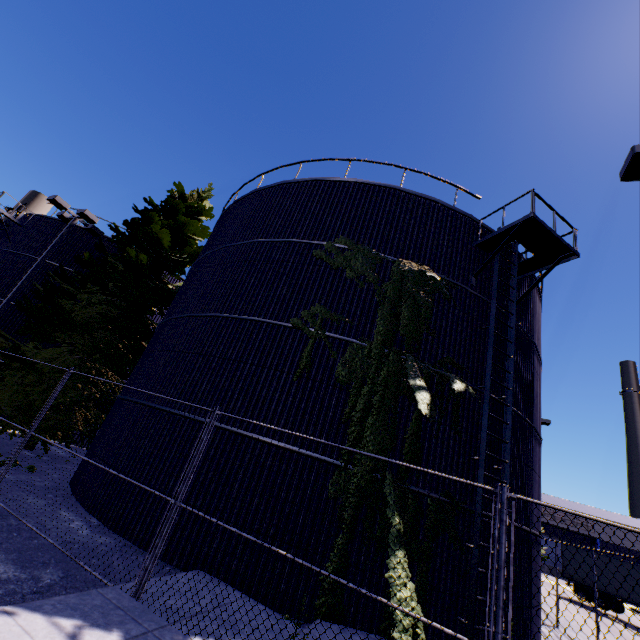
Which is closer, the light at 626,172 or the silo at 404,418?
the light at 626,172

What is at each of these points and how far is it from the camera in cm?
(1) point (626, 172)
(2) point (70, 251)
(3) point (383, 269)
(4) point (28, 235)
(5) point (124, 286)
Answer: (1) light, 664
(2) silo, 2038
(3) silo, 994
(4) silo, 2061
(5) tree, 1659

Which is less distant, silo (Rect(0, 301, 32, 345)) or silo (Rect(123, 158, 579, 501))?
silo (Rect(123, 158, 579, 501))

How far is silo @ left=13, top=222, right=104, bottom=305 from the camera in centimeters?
1902cm

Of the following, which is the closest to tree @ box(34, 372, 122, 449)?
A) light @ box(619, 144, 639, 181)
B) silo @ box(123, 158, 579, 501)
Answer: silo @ box(123, 158, 579, 501)

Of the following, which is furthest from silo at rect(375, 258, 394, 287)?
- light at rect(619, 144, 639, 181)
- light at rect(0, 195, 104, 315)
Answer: light at rect(619, 144, 639, 181)

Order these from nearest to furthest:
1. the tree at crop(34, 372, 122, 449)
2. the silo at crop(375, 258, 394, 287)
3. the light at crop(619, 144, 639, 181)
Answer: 1. the light at crop(619, 144, 639, 181)
2. the silo at crop(375, 258, 394, 287)
3. the tree at crop(34, 372, 122, 449)

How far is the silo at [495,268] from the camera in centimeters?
840cm
